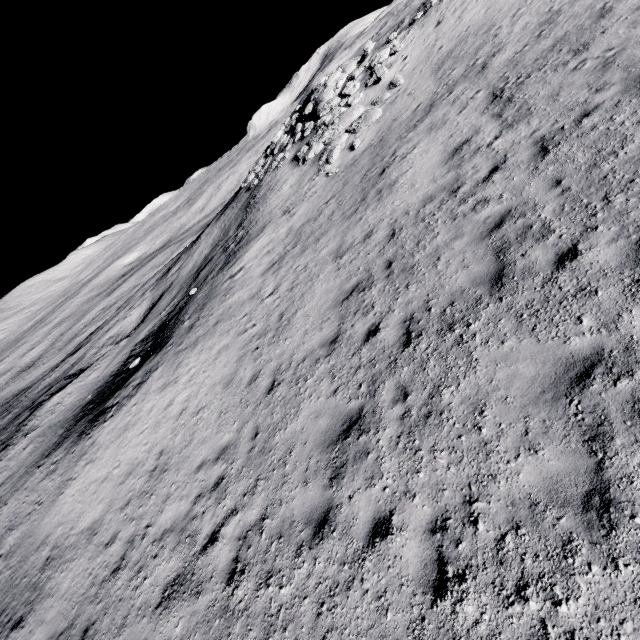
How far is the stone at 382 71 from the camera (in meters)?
16.78

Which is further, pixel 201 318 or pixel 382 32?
pixel 382 32

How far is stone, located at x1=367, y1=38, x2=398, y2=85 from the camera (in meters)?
16.78
